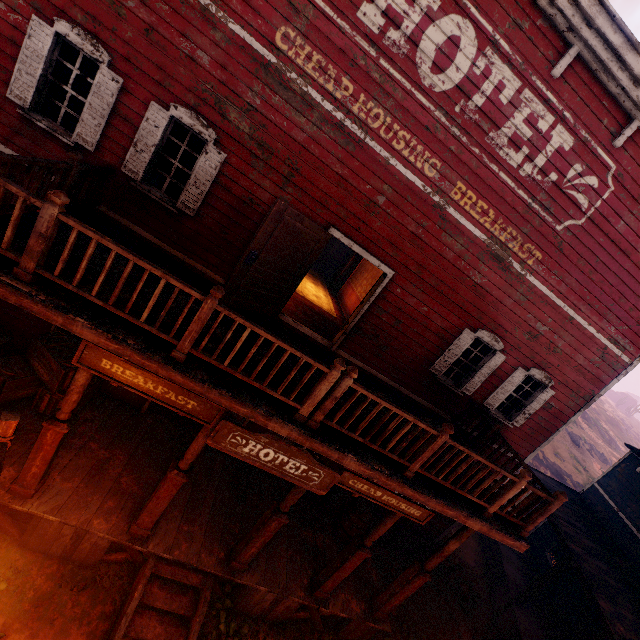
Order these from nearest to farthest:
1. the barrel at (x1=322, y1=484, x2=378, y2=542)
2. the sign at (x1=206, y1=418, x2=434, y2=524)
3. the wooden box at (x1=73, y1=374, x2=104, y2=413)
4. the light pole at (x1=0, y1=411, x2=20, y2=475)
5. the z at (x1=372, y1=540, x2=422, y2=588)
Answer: the light pole at (x1=0, y1=411, x2=20, y2=475) < the sign at (x1=206, y1=418, x2=434, y2=524) < the wooden box at (x1=73, y1=374, x2=104, y2=413) < the barrel at (x1=322, y1=484, x2=378, y2=542) < the z at (x1=372, y1=540, x2=422, y2=588)

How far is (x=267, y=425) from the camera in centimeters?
450cm

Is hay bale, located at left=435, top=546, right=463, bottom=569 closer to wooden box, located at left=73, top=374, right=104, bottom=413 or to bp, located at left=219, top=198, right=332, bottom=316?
bp, located at left=219, top=198, right=332, bottom=316

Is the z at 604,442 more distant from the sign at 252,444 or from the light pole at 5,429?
the light pole at 5,429

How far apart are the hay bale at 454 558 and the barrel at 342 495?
3.58m

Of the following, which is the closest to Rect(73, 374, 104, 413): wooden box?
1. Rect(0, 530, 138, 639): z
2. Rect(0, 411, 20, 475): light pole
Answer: Rect(0, 530, 138, 639): z

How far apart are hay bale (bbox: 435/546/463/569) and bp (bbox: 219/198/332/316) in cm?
992

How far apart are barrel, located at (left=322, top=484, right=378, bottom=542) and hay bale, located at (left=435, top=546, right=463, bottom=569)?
3.6m
